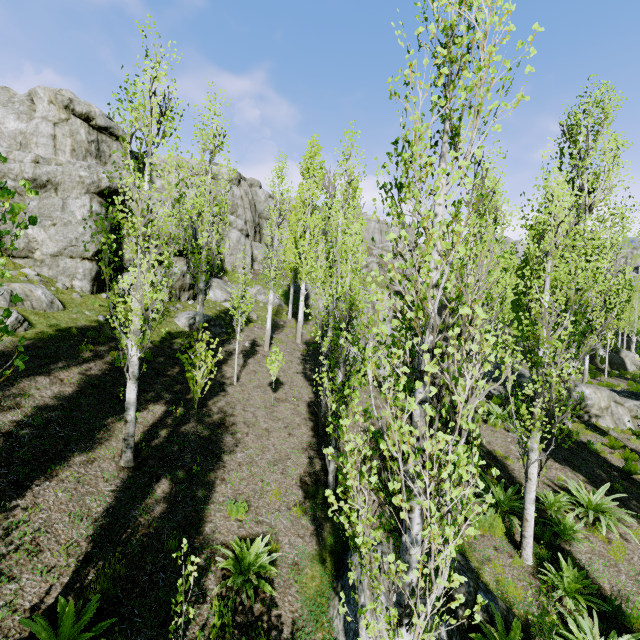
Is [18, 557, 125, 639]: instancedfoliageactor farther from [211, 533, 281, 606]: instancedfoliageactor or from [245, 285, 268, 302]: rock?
[211, 533, 281, 606]: instancedfoliageactor

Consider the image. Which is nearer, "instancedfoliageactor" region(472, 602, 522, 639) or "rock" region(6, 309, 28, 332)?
"instancedfoliageactor" region(472, 602, 522, 639)

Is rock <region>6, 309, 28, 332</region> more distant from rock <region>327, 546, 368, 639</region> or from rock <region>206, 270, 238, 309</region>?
rock <region>327, 546, 368, 639</region>

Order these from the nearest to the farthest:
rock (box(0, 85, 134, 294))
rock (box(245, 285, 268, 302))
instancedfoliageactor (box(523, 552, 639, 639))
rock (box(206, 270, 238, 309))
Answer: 1. instancedfoliageactor (box(523, 552, 639, 639))
2. rock (box(0, 85, 134, 294))
3. rock (box(206, 270, 238, 309))
4. rock (box(245, 285, 268, 302))

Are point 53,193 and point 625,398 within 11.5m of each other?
no

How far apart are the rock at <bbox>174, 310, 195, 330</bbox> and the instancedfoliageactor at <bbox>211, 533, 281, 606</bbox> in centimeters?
1139cm

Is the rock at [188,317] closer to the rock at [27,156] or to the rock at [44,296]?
the rock at [27,156]

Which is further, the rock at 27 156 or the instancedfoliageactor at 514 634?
the rock at 27 156
